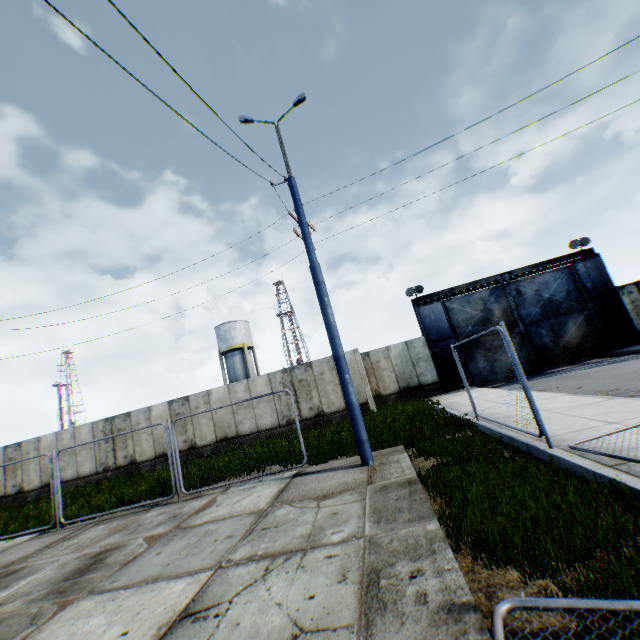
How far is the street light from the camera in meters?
7.4 m

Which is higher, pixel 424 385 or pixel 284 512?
pixel 424 385

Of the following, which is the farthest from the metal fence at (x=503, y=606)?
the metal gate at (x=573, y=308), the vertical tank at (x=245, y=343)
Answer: the vertical tank at (x=245, y=343)

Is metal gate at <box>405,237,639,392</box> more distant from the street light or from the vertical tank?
the vertical tank

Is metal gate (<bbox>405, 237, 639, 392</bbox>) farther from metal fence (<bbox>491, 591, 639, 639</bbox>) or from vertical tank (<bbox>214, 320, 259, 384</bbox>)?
vertical tank (<bbox>214, 320, 259, 384</bbox>)

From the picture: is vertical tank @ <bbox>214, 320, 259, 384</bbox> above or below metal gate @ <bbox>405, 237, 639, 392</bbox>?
above

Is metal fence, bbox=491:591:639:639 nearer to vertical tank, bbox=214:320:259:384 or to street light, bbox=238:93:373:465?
street light, bbox=238:93:373:465

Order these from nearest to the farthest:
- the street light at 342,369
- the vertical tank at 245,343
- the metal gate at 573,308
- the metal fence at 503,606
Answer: the metal fence at 503,606, the street light at 342,369, the metal gate at 573,308, the vertical tank at 245,343
